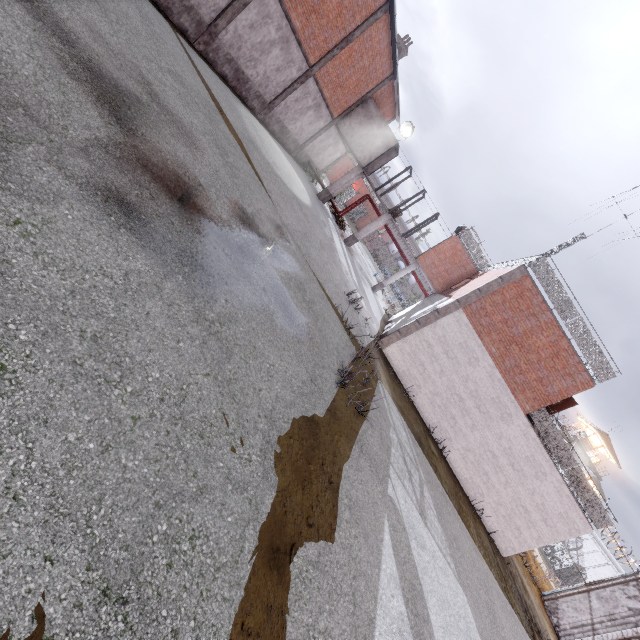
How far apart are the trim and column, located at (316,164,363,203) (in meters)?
14.59

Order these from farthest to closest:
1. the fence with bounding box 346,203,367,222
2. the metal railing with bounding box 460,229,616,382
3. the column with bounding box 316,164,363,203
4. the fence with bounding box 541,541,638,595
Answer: the fence with bounding box 346,203,367,222
the column with bounding box 316,164,363,203
the fence with bounding box 541,541,638,595
the metal railing with bounding box 460,229,616,382

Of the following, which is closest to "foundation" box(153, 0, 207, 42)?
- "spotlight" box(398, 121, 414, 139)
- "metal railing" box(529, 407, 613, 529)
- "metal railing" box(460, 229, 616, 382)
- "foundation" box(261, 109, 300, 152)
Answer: "foundation" box(261, 109, 300, 152)

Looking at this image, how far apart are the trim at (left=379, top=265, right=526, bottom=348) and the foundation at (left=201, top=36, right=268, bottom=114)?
14.8 meters

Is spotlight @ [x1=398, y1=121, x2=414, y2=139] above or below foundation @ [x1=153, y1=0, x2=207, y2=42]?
above

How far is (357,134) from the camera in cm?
2416

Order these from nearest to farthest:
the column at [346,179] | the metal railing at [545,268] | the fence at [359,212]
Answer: the metal railing at [545,268], the column at [346,179], the fence at [359,212]

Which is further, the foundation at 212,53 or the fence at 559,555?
the fence at 559,555
